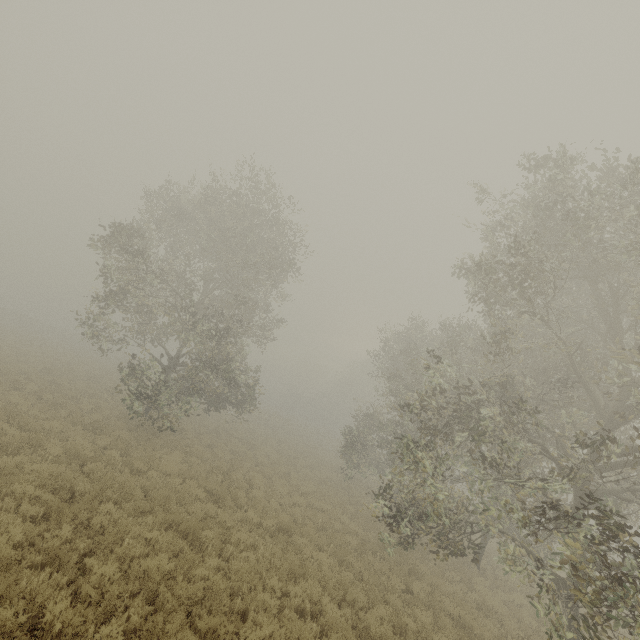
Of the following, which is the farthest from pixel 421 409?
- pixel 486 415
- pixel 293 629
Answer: pixel 293 629
